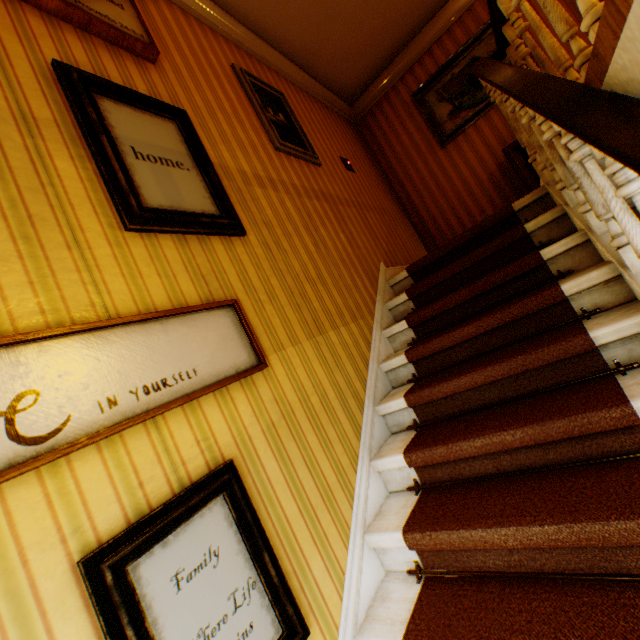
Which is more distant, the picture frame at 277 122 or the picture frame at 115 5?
the picture frame at 277 122

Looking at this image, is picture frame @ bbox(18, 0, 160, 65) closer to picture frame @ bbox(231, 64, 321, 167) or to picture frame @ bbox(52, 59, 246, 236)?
picture frame @ bbox(52, 59, 246, 236)

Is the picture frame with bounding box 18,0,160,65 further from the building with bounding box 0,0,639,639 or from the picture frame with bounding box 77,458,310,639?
the picture frame with bounding box 77,458,310,639

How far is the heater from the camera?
4.0 meters

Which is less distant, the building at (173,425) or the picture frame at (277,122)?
the building at (173,425)

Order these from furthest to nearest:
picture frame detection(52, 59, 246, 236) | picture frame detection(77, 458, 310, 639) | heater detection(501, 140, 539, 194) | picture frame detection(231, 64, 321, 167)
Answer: heater detection(501, 140, 539, 194), picture frame detection(231, 64, 321, 167), picture frame detection(52, 59, 246, 236), picture frame detection(77, 458, 310, 639)

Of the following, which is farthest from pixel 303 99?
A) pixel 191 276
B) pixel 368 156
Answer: pixel 191 276

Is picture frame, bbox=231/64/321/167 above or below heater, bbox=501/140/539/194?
above
